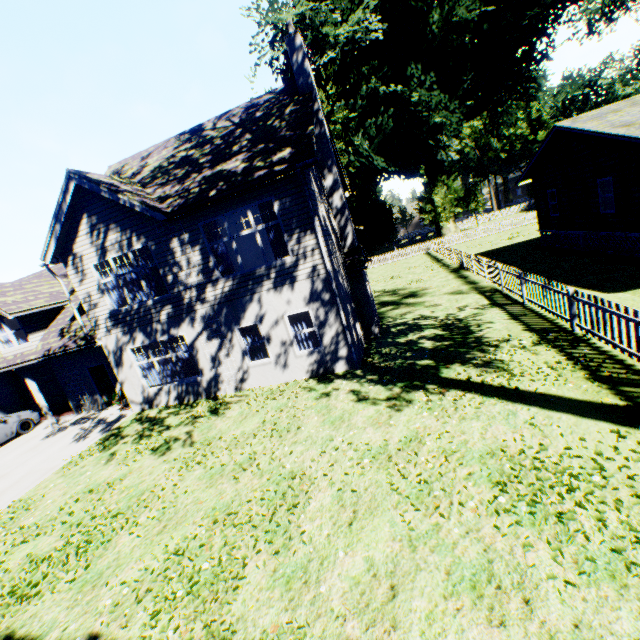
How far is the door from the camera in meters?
15.4

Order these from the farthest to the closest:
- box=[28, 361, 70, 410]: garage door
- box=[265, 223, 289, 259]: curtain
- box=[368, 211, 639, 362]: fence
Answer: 1. box=[28, 361, 70, 410]: garage door
2. box=[265, 223, 289, 259]: curtain
3. box=[368, 211, 639, 362]: fence

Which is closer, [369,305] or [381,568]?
[381,568]

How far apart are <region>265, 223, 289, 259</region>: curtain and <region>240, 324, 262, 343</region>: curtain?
2.01m

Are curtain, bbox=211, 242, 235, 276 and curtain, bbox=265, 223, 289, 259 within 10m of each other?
yes

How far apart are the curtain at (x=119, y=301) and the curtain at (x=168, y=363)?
2.20m

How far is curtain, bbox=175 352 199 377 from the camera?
→ 13.0 meters
